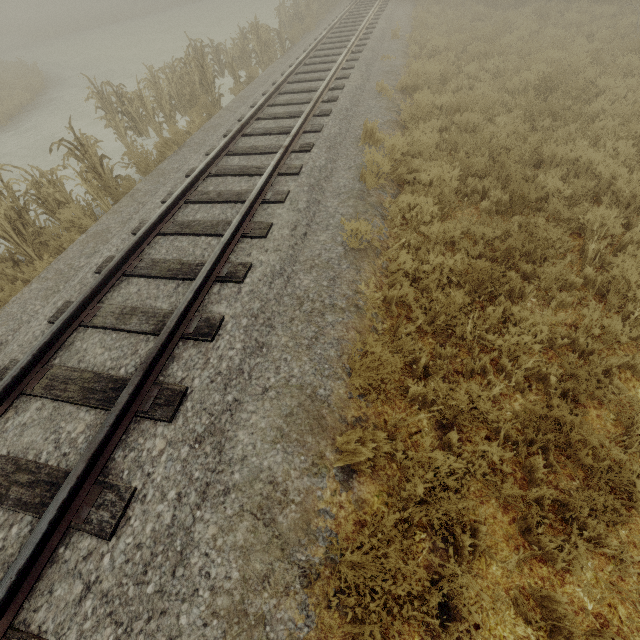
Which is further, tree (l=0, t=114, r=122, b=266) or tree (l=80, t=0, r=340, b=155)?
tree (l=80, t=0, r=340, b=155)

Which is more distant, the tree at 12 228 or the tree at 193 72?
the tree at 193 72

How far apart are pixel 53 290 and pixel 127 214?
2.1m
